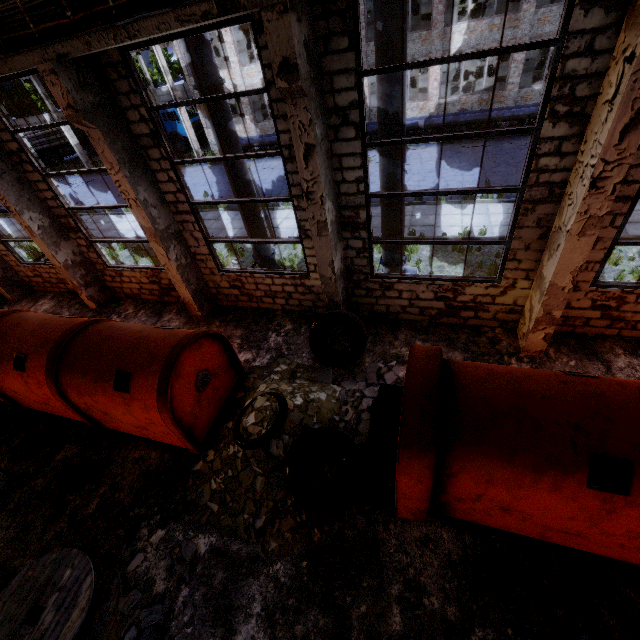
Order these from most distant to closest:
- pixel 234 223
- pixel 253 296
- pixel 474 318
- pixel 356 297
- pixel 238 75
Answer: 1. pixel 238 75
2. pixel 234 223
3. pixel 253 296
4. pixel 356 297
5. pixel 474 318

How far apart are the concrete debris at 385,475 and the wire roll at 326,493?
0.0 meters

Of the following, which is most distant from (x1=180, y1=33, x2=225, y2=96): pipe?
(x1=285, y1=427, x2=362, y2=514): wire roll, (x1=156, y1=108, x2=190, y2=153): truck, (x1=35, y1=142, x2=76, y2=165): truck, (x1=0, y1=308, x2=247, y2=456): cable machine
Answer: (x1=35, y1=142, x2=76, y2=165): truck

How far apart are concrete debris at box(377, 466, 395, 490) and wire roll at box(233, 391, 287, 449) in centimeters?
1cm

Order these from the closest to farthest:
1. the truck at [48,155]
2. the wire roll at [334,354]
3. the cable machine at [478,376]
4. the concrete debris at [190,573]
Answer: the cable machine at [478,376] → the concrete debris at [190,573] → the wire roll at [334,354] → the truck at [48,155]

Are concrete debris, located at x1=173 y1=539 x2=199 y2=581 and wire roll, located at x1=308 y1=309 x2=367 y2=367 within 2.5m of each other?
no

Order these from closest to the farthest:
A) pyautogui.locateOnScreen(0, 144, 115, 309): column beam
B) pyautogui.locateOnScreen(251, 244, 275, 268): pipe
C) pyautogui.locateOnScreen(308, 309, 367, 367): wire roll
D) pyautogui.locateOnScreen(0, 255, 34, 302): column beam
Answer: pyautogui.locateOnScreen(308, 309, 367, 367): wire roll < pyautogui.locateOnScreen(0, 144, 115, 309): column beam < pyautogui.locateOnScreen(251, 244, 275, 268): pipe < pyautogui.locateOnScreen(0, 255, 34, 302): column beam

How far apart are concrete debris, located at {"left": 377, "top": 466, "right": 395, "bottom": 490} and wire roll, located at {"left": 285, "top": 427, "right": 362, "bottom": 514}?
0.01m
